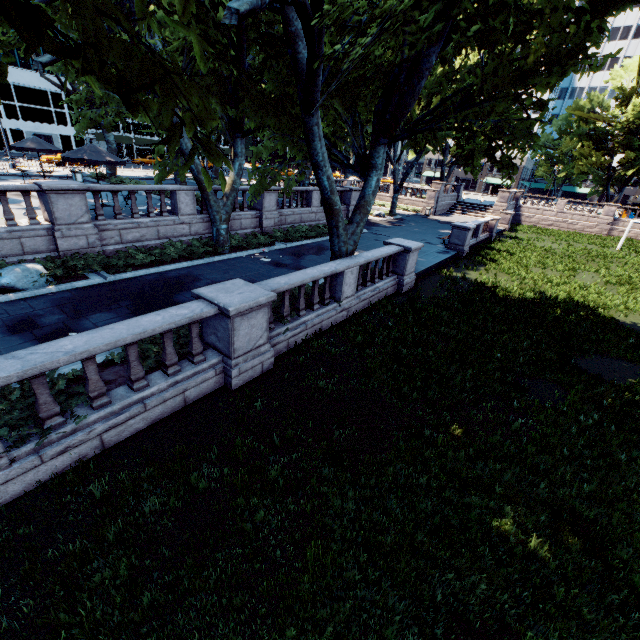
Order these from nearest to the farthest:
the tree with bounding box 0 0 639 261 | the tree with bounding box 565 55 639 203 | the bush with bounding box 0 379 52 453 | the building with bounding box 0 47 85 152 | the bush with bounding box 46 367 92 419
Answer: the tree with bounding box 0 0 639 261
the bush with bounding box 0 379 52 453
the bush with bounding box 46 367 92 419
the tree with bounding box 565 55 639 203
the building with bounding box 0 47 85 152

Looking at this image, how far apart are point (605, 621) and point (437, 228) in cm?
3197

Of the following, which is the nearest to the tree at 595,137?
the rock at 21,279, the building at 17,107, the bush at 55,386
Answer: the bush at 55,386

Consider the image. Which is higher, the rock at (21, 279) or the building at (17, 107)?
the building at (17, 107)

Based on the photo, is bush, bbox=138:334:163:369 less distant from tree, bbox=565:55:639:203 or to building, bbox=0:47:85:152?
tree, bbox=565:55:639:203

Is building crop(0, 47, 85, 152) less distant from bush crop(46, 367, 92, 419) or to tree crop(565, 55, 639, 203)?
tree crop(565, 55, 639, 203)

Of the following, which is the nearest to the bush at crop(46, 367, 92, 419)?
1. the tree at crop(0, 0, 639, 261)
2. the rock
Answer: the tree at crop(0, 0, 639, 261)
